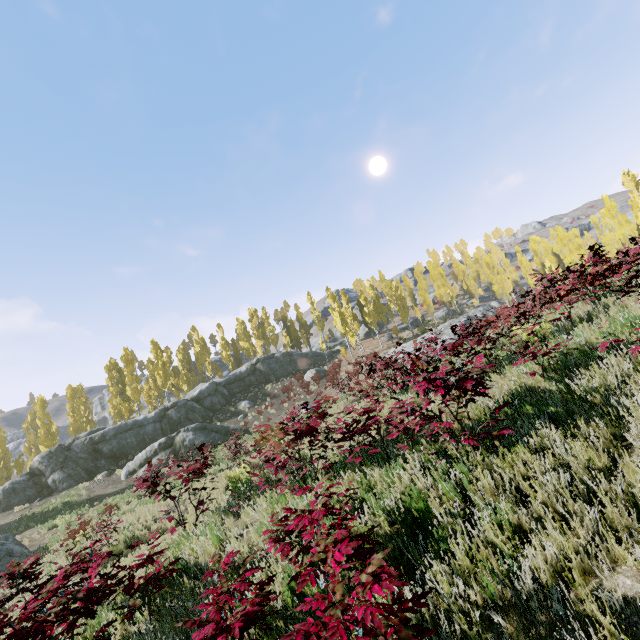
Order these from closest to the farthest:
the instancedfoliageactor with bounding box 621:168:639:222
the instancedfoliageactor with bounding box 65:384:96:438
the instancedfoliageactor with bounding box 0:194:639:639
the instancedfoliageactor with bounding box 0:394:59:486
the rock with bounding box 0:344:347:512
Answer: the instancedfoliageactor with bounding box 0:194:639:639, the rock with bounding box 0:344:347:512, the instancedfoliageactor with bounding box 0:394:59:486, the instancedfoliageactor with bounding box 65:384:96:438, the instancedfoliageactor with bounding box 621:168:639:222

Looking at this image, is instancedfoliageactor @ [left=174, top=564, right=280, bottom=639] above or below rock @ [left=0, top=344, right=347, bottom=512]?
below

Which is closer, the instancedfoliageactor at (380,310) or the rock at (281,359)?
the rock at (281,359)

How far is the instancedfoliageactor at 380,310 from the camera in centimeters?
4701cm

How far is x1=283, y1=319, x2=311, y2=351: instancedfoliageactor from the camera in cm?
5256

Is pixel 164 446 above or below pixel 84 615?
above

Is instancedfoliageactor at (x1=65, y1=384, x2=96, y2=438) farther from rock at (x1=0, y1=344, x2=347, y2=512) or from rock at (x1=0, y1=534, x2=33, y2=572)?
rock at (x1=0, y1=534, x2=33, y2=572)
